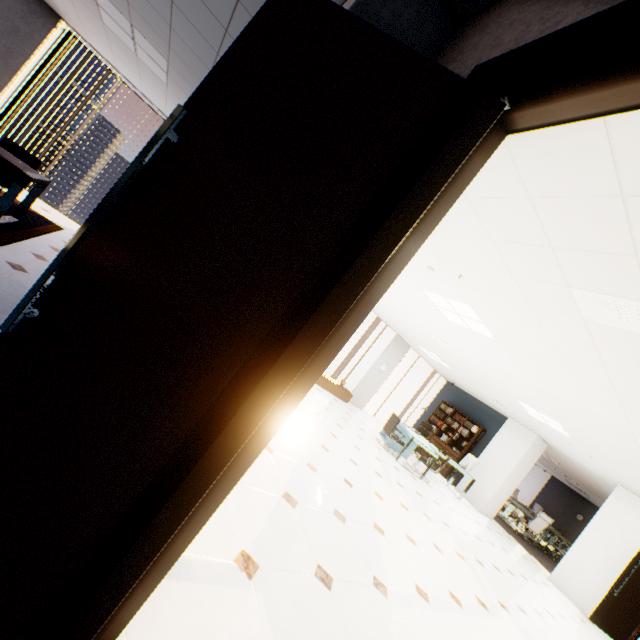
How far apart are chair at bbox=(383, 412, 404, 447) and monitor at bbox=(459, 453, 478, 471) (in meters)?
2.18

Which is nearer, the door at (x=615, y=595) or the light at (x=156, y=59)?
the light at (x=156, y=59)

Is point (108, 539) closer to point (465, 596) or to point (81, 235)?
point (81, 235)

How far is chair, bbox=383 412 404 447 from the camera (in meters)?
8.43

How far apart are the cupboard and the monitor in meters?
3.7 m

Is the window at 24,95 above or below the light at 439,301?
below

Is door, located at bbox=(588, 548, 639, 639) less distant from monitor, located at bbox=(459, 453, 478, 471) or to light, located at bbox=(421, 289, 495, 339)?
monitor, located at bbox=(459, 453, 478, 471)

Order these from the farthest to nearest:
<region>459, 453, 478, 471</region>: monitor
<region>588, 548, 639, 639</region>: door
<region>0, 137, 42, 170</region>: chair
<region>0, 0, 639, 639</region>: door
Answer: <region>459, 453, 478, 471</region>: monitor, <region>588, 548, 639, 639</region>: door, <region>0, 137, 42, 170</region>: chair, <region>0, 0, 639, 639</region>: door
